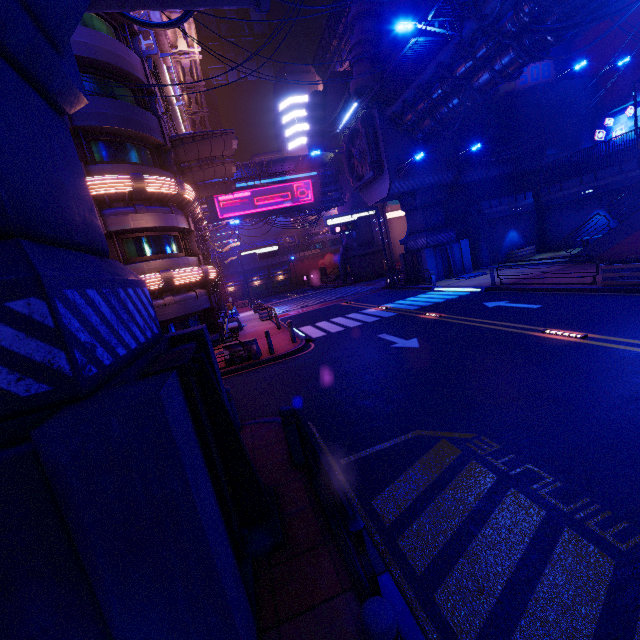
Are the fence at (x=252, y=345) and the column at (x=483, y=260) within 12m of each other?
no

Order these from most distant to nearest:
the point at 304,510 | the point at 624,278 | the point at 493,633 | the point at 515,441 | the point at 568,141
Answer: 1. the point at 568,141
2. the point at 624,278
3. the point at 515,441
4. the point at 304,510
5. the point at 493,633

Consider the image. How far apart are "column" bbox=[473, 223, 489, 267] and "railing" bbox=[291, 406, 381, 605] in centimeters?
2596cm

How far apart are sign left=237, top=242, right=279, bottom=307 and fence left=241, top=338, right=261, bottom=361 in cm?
2662

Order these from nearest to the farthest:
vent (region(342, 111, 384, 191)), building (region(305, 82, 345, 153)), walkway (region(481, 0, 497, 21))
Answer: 1. walkway (region(481, 0, 497, 21))
2. vent (region(342, 111, 384, 191))
3. building (region(305, 82, 345, 153))

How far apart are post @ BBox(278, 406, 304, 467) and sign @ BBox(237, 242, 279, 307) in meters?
35.8 m

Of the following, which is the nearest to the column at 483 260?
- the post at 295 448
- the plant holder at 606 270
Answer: the plant holder at 606 270

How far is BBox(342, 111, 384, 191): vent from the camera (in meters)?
22.78
